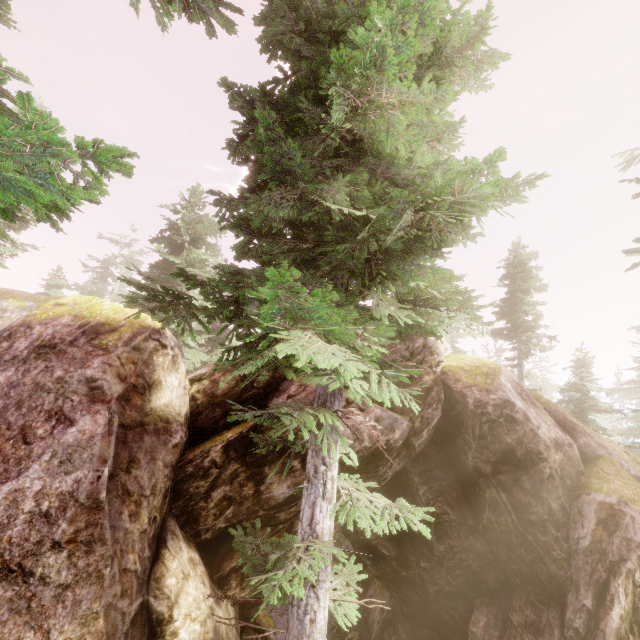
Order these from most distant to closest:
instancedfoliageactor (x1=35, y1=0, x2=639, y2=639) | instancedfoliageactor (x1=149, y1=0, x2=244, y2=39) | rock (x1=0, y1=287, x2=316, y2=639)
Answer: instancedfoliageactor (x1=149, y1=0, x2=244, y2=39)
rock (x1=0, y1=287, x2=316, y2=639)
instancedfoliageactor (x1=35, y1=0, x2=639, y2=639)

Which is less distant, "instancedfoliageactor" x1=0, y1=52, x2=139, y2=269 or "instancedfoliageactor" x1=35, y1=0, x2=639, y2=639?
"instancedfoliageactor" x1=0, y1=52, x2=139, y2=269

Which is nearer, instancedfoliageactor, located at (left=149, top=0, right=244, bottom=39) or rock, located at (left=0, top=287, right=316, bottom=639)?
rock, located at (left=0, top=287, right=316, bottom=639)

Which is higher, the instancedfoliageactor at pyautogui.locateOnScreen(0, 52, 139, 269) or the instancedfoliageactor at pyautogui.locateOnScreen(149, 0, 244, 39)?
the instancedfoliageactor at pyautogui.locateOnScreen(149, 0, 244, 39)

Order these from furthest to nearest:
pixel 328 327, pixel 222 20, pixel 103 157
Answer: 1. pixel 222 20
2. pixel 328 327
3. pixel 103 157

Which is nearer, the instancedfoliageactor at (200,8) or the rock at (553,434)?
the instancedfoliageactor at (200,8)

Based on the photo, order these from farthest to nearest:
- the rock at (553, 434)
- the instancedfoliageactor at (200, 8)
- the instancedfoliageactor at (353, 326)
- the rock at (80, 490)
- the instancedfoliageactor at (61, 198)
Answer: the rock at (553, 434) < the instancedfoliageactor at (200, 8) < the rock at (80, 490) < the instancedfoliageactor at (353, 326) < the instancedfoliageactor at (61, 198)
